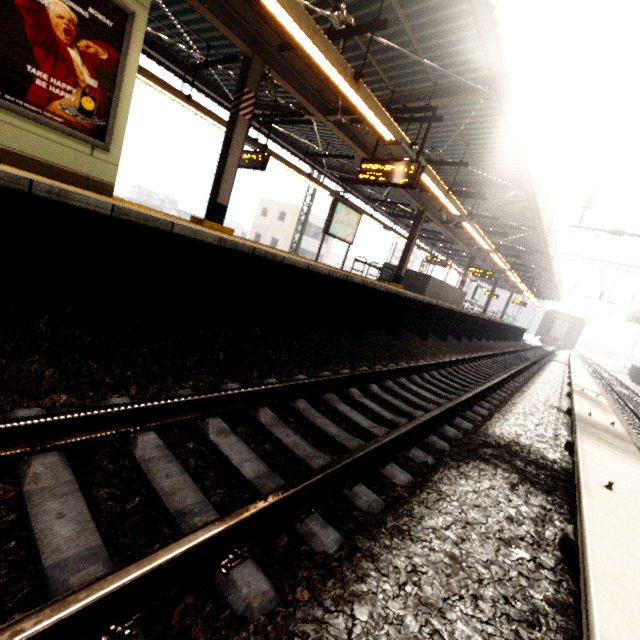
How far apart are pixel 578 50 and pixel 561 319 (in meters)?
42.49

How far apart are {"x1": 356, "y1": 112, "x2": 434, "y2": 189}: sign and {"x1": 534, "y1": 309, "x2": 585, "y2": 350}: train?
40.8 meters

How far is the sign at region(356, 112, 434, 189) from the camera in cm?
675

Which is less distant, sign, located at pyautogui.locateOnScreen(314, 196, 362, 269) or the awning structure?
the awning structure

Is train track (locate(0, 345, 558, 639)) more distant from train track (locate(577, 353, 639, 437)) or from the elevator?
the elevator

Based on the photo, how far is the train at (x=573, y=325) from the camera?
37.5m

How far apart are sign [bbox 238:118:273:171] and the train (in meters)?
41.35

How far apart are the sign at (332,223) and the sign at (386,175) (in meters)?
2.23
